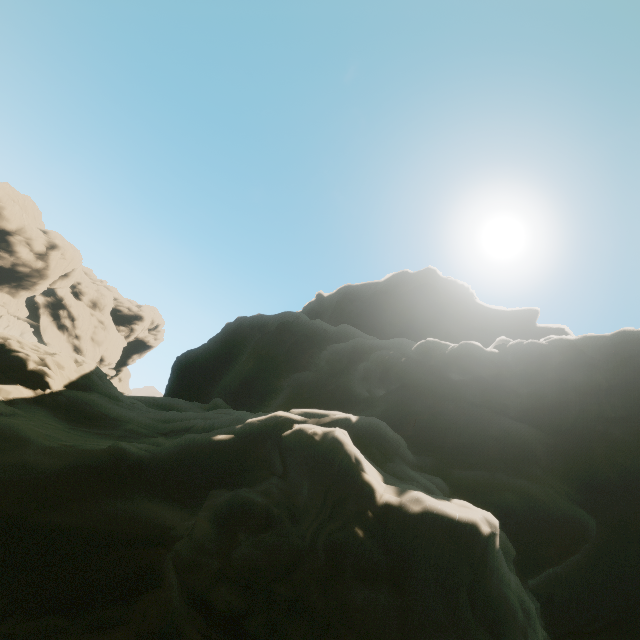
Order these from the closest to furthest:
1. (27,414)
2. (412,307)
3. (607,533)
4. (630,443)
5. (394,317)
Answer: (607,533)
(27,414)
(630,443)
(412,307)
(394,317)
